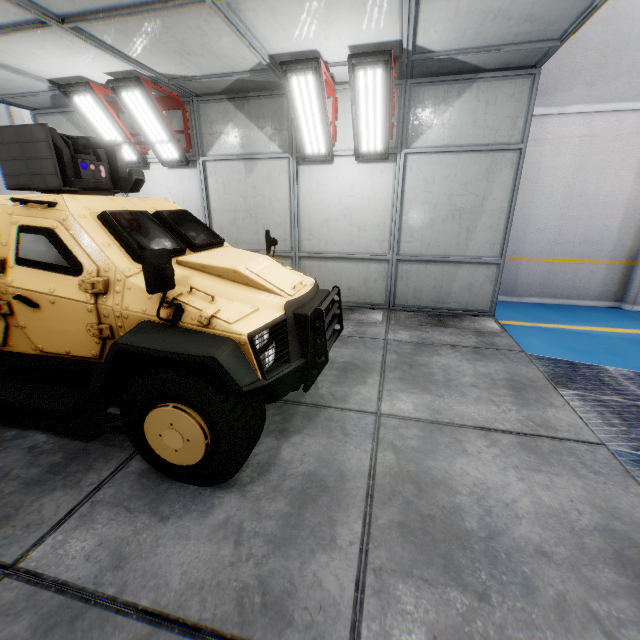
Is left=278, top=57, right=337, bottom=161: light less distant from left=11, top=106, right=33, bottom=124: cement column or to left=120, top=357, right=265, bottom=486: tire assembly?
left=120, top=357, right=265, bottom=486: tire assembly

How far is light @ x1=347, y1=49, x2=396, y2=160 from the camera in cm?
440

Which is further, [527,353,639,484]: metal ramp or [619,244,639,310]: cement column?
[619,244,639,310]: cement column

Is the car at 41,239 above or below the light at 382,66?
below

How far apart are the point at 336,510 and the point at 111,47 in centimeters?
623cm

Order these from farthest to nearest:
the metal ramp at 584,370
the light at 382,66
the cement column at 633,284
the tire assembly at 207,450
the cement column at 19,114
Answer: the cement column at 19,114 < the cement column at 633,284 < the light at 382,66 < the metal ramp at 584,370 < the tire assembly at 207,450

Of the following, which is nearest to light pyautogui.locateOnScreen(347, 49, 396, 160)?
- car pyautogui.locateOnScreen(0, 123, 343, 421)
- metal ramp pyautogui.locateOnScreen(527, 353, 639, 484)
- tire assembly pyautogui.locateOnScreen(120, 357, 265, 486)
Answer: car pyautogui.locateOnScreen(0, 123, 343, 421)

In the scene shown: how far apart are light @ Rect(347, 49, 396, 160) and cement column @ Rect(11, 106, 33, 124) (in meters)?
9.69
